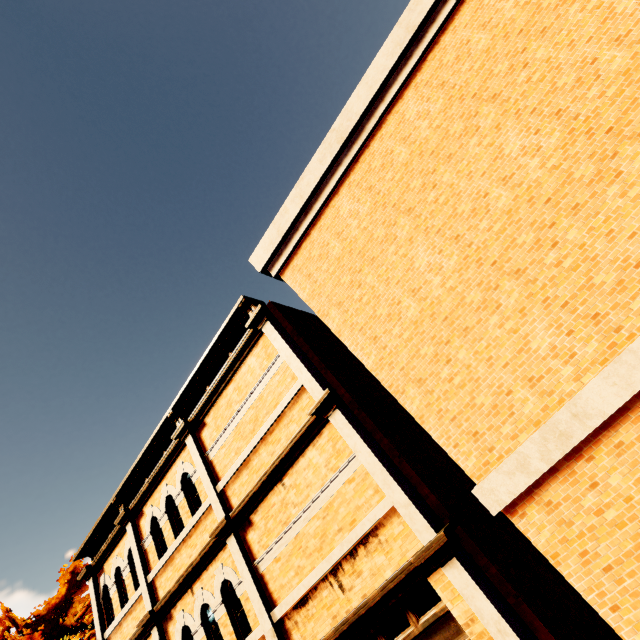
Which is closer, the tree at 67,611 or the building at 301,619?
the building at 301,619

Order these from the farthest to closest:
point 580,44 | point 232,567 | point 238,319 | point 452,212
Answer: point 238,319 → point 232,567 → point 452,212 → point 580,44

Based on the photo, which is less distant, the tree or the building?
the building
